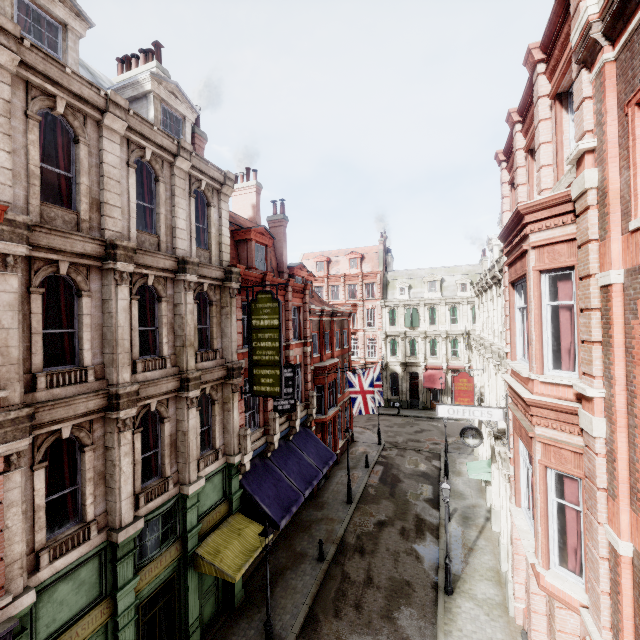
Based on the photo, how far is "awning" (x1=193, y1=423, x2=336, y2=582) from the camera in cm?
1111

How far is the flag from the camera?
21.4m

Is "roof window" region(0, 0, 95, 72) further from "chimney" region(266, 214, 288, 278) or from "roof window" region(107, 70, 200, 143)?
"chimney" region(266, 214, 288, 278)

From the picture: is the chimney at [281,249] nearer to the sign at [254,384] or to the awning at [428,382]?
the sign at [254,384]

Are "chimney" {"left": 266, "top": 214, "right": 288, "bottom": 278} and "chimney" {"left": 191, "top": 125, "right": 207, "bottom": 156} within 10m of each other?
yes

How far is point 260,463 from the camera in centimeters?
1559cm

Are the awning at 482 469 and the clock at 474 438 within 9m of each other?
yes

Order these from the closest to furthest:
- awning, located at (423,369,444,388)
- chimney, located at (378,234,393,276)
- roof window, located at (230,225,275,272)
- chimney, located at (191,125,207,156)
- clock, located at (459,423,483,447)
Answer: chimney, located at (191,125,207,156) < clock, located at (459,423,483,447) < roof window, located at (230,225,275,272) < awning, located at (423,369,444,388) < chimney, located at (378,234,393,276)
